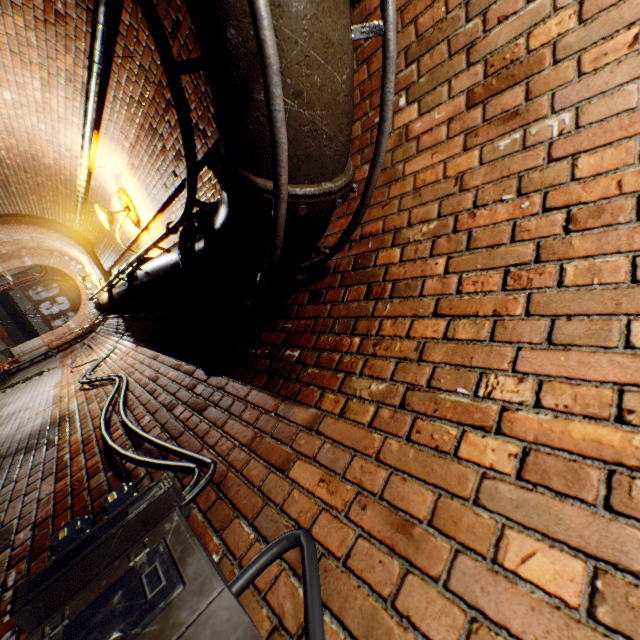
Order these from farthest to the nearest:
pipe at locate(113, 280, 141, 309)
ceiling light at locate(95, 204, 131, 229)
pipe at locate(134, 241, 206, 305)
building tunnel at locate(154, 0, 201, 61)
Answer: ceiling light at locate(95, 204, 131, 229) → pipe at locate(113, 280, 141, 309) → building tunnel at locate(154, 0, 201, 61) → pipe at locate(134, 241, 206, 305)

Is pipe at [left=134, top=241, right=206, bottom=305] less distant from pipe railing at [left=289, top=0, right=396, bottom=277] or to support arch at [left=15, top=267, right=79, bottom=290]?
pipe railing at [left=289, top=0, right=396, bottom=277]

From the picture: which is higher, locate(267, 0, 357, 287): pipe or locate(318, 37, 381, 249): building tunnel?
locate(318, 37, 381, 249): building tunnel

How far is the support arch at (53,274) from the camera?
26.0m

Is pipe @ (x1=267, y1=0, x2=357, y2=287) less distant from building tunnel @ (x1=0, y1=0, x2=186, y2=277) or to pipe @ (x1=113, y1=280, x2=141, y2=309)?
building tunnel @ (x1=0, y1=0, x2=186, y2=277)

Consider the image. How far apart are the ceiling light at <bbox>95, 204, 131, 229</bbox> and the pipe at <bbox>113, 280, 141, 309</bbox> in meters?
1.5

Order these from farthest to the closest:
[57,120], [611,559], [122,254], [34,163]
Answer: [122,254] → [34,163] → [57,120] → [611,559]

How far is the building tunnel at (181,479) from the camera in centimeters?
144cm
